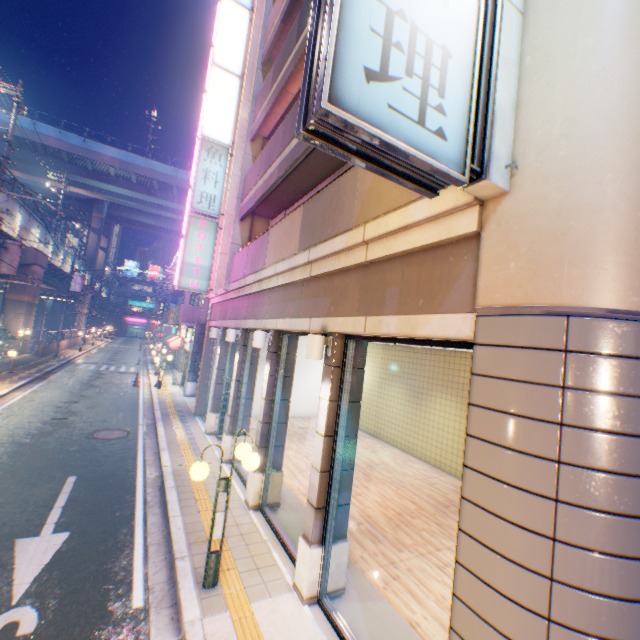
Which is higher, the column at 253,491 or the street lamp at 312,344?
the street lamp at 312,344

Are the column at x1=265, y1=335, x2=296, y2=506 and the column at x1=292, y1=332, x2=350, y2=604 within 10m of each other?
yes

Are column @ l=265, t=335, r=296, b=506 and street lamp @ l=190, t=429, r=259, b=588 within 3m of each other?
yes

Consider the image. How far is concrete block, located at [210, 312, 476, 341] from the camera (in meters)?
3.26

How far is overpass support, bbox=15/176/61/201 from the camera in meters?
51.3

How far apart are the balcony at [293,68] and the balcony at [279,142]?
1.28m

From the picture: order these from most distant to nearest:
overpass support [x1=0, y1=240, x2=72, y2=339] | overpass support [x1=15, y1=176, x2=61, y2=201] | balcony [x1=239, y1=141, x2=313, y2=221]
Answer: overpass support [x1=15, y1=176, x2=61, y2=201] → overpass support [x1=0, y1=240, x2=72, y2=339] → balcony [x1=239, y1=141, x2=313, y2=221]

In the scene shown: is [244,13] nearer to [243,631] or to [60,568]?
[60,568]
